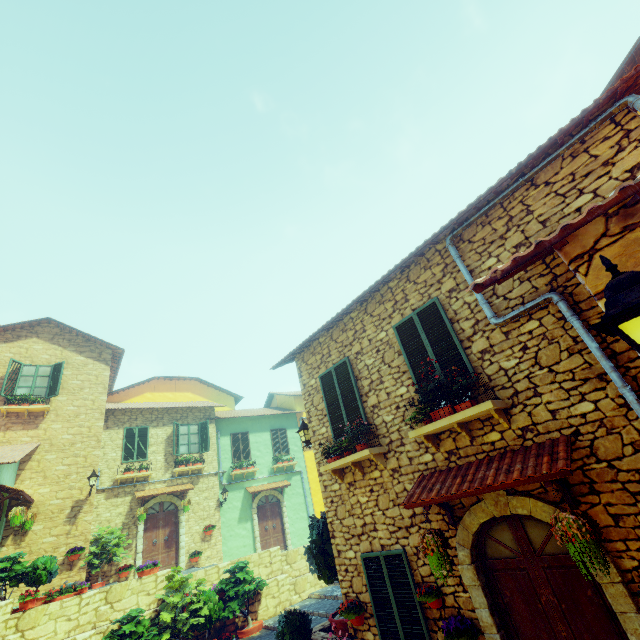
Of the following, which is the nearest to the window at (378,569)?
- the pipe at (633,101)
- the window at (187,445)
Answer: the pipe at (633,101)

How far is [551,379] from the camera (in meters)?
4.45

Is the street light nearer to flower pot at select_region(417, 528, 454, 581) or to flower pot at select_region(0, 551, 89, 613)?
flower pot at select_region(417, 528, 454, 581)

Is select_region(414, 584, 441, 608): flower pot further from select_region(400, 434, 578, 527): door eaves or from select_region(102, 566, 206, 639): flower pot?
select_region(102, 566, 206, 639): flower pot

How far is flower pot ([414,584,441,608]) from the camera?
5.0 meters

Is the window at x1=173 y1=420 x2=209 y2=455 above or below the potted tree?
above

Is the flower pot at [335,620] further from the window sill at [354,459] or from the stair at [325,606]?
the window sill at [354,459]

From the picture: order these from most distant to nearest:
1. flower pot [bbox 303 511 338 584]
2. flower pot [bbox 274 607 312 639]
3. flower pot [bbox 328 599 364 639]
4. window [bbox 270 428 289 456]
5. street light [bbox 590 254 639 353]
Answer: window [bbox 270 428 289 456] < flower pot [bbox 303 511 338 584] < flower pot [bbox 274 607 312 639] < flower pot [bbox 328 599 364 639] < street light [bbox 590 254 639 353]
